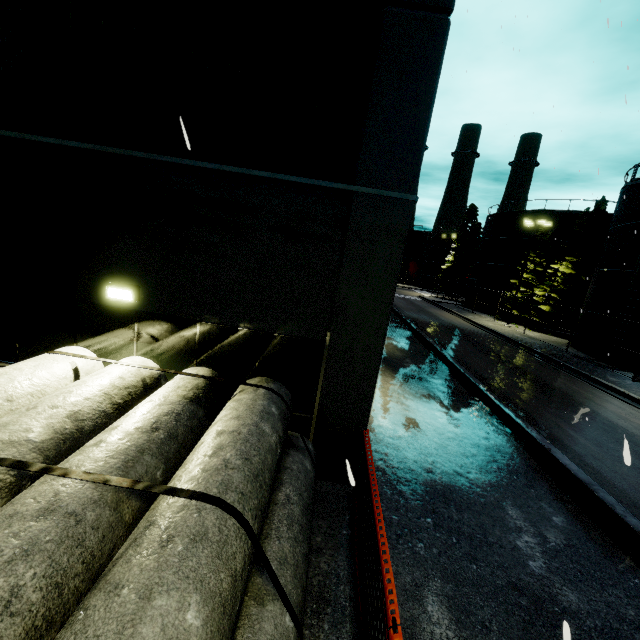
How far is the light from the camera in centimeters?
544cm

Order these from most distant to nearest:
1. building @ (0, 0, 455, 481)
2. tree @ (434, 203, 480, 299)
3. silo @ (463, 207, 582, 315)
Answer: tree @ (434, 203, 480, 299), silo @ (463, 207, 582, 315), building @ (0, 0, 455, 481)

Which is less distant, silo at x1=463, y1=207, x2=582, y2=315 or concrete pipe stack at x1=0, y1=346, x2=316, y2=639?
concrete pipe stack at x1=0, y1=346, x2=316, y2=639

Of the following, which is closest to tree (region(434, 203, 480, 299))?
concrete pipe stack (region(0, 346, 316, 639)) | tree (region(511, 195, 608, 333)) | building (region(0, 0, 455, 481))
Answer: building (region(0, 0, 455, 481))

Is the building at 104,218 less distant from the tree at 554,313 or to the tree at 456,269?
the tree at 456,269

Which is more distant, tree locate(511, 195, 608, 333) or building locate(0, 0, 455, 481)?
tree locate(511, 195, 608, 333)

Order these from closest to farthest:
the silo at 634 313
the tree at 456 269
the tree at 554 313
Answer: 1. the silo at 634 313
2. the tree at 554 313
3. the tree at 456 269

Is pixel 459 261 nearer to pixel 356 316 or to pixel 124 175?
pixel 356 316
